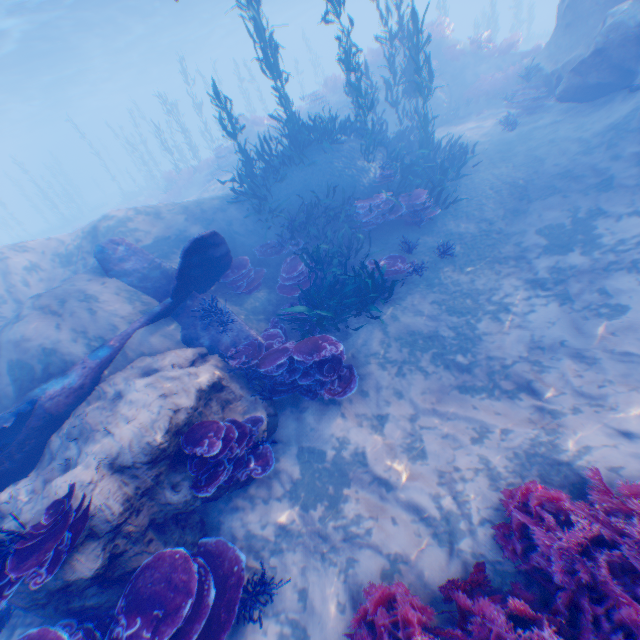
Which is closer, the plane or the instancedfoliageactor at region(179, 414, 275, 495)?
the instancedfoliageactor at region(179, 414, 275, 495)

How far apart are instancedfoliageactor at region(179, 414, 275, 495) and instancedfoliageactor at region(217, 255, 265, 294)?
3.86m

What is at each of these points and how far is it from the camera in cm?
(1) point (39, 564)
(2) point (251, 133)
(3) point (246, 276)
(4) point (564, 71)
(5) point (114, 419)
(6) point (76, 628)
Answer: (1) instancedfoliageactor, 377
(2) rock, 2003
(3) instancedfoliageactor, 886
(4) rock, 1013
(5) rock, 527
(6) instancedfoliageactor, 426

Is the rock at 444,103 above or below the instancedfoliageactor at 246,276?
above

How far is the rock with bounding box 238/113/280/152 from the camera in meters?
20.0

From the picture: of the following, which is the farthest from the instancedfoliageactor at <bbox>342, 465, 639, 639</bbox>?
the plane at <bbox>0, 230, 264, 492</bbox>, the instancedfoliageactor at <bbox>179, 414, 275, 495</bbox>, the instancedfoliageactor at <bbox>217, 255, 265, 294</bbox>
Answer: the instancedfoliageactor at <bbox>217, 255, 265, 294</bbox>

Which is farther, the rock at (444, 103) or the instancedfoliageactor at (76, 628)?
the rock at (444, 103)

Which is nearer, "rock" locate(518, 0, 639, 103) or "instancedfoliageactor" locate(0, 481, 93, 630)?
"instancedfoliageactor" locate(0, 481, 93, 630)
